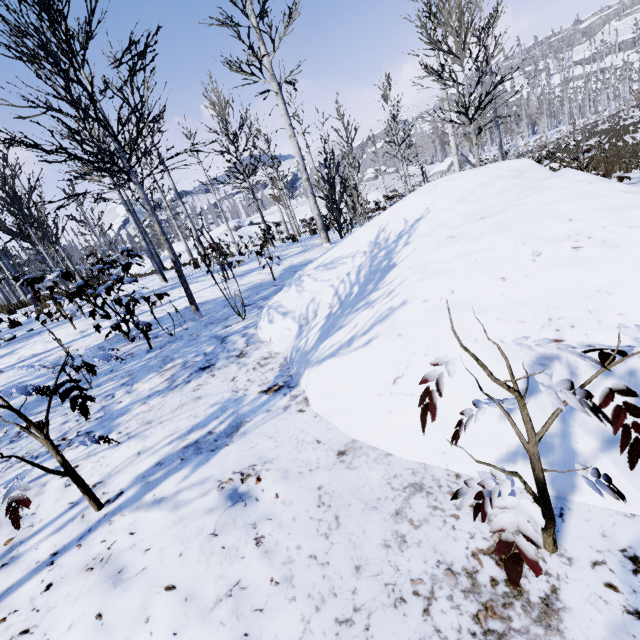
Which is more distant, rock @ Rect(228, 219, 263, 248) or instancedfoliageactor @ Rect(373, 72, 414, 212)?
rock @ Rect(228, 219, 263, 248)

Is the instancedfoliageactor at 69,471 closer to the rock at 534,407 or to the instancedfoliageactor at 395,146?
the rock at 534,407

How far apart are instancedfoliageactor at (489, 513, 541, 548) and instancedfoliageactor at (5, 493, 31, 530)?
1.7m

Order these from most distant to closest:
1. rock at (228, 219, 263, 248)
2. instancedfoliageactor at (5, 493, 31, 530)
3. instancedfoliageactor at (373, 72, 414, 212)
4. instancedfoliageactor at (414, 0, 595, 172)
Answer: rock at (228, 219, 263, 248) → instancedfoliageactor at (373, 72, 414, 212) → instancedfoliageactor at (414, 0, 595, 172) → instancedfoliageactor at (5, 493, 31, 530)

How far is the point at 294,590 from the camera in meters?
1.2 m

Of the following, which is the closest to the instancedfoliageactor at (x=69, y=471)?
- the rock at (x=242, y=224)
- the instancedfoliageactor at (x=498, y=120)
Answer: the instancedfoliageactor at (x=498, y=120)

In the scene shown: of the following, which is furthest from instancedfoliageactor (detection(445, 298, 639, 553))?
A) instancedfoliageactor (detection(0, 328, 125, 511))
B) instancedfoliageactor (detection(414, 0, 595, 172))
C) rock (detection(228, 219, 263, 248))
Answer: rock (detection(228, 219, 263, 248))

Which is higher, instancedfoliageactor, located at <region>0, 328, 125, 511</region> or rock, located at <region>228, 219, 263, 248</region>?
rock, located at <region>228, 219, 263, 248</region>
